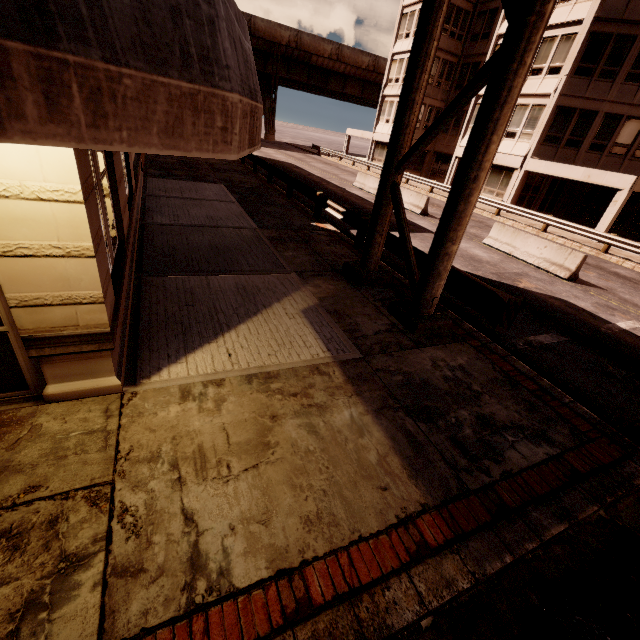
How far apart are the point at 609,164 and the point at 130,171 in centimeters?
2837cm

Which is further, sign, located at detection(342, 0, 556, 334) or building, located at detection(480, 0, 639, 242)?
building, located at detection(480, 0, 639, 242)

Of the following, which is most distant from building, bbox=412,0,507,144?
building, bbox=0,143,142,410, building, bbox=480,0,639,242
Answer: building, bbox=0,143,142,410

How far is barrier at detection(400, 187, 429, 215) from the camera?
18.2m

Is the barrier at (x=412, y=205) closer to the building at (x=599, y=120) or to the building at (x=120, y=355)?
the building at (x=599, y=120)

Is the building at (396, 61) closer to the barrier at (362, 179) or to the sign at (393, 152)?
the barrier at (362, 179)

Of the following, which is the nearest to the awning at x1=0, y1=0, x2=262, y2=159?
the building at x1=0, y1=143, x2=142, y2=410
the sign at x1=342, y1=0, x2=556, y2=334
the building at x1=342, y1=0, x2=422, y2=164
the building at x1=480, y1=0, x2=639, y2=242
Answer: the building at x1=0, y1=143, x2=142, y2=410

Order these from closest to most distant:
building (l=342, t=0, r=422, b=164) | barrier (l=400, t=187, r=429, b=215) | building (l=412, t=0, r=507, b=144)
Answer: barrier (l=400, t=187, r=429, b=215) → building (l=412, t=0, r=507, b=144) → building (l=342, t=0, r=422, b=164)
